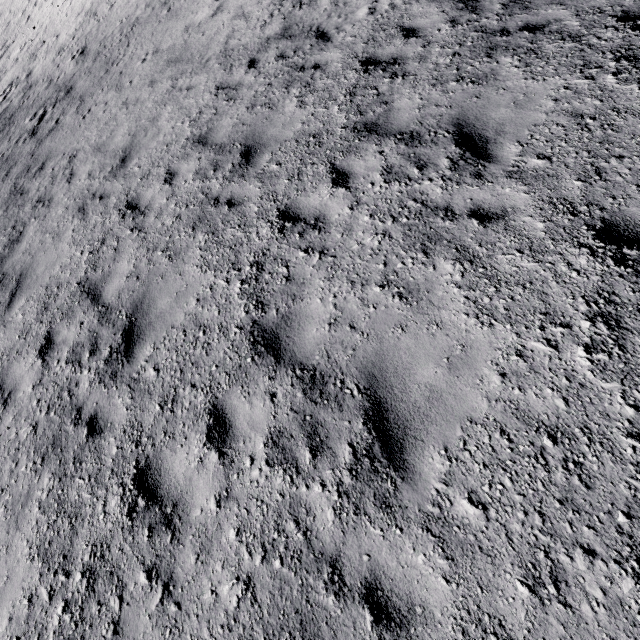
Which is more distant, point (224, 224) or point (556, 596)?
point (224, 224)
